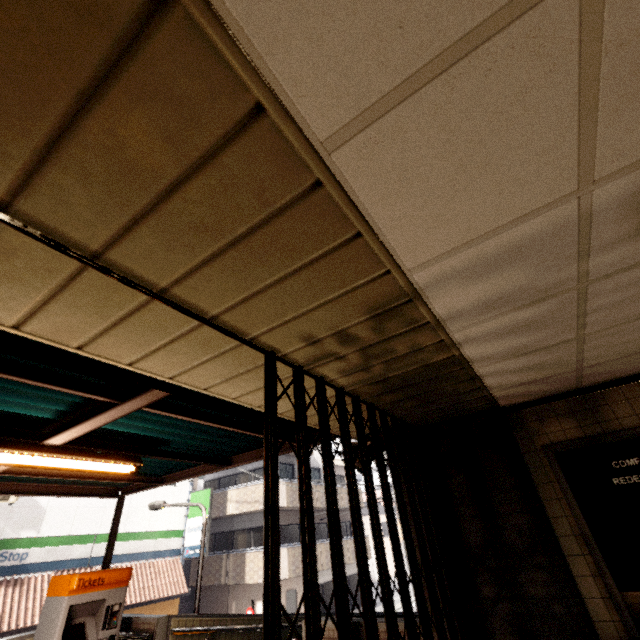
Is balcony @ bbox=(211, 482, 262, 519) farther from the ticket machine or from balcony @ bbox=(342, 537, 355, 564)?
the ticket machine

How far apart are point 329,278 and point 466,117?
0.8m

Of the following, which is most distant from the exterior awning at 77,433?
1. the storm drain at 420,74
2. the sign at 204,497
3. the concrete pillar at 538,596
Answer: the sign at 204,497

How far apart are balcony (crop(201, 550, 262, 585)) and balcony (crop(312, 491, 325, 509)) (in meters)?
1.58

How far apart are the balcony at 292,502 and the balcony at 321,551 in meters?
1.6

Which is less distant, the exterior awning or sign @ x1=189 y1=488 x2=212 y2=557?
the exterior awning

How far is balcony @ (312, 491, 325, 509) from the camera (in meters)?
19.24
